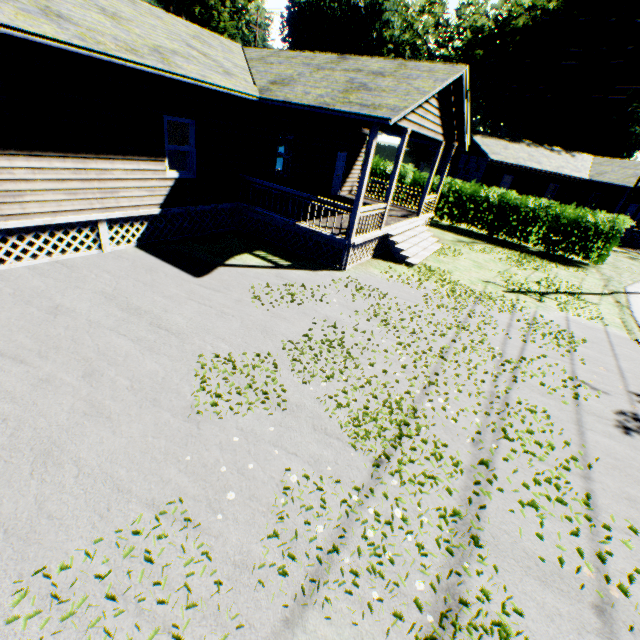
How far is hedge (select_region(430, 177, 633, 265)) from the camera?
17.6m

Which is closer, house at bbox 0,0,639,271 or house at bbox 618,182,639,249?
house at bbox 0,0,639,271

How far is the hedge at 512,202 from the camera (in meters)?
17.58

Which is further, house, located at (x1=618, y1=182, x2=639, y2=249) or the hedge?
house, located at (x1=618, y1=182, x2=639, y2=249)

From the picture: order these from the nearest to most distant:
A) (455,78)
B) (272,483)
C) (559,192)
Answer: (272,483) → (455,78) → (559,192)

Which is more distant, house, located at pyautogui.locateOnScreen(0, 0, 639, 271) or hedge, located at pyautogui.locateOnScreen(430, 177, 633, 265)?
hedge, located at pyautogui.locateOnScreen(430, 177, 633, 265)

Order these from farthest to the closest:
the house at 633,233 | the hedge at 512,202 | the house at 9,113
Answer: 1. the house at 633,233
2. the hedge at 512,202
3. the house at 9,113

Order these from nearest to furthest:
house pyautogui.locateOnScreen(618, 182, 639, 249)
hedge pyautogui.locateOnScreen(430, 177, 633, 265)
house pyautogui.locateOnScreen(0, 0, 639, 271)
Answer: house pyautogui.locateOnScreen(0, 0, 639, 271)
hedge pyautogui.locateOnScreen(430, 177, 633, 265)
house pyautogui.locateOnScreen(618, 182, 639, 249)
